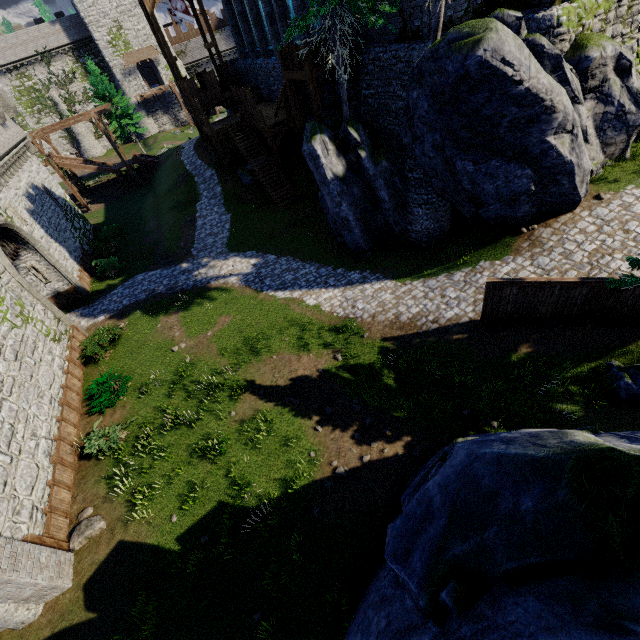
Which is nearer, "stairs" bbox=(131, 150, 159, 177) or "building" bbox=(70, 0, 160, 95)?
"stairs" bbox=(131, 150, 159, 177)

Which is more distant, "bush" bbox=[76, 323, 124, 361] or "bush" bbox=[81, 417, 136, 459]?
"bush" bbox=[76, 323, 124, 361]

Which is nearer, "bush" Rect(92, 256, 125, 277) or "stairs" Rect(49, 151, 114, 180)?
"bush" Rect(92, 256, 125, 277)

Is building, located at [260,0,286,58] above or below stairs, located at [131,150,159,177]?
above

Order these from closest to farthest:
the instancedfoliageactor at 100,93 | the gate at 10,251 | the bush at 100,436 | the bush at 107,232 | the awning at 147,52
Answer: the bush at 100,436 < the gate at 10,251 < the bush at 107,232 < the instancedfoliageactor at 100,93 < the awning at 147,52

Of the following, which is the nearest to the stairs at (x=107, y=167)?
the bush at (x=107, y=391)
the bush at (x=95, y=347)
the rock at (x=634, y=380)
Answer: the bush at (x=95, y=347)

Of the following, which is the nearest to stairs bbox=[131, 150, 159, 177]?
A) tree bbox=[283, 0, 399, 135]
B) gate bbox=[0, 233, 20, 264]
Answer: gate bbox=[0, 233, 20, 264]

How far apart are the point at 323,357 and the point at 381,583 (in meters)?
7.90
